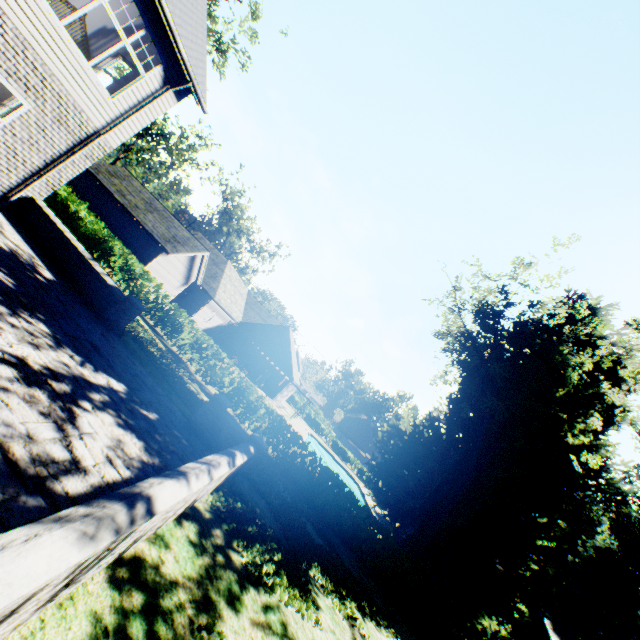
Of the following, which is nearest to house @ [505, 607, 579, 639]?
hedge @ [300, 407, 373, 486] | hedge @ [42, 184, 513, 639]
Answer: hedge @ [300, 407, 373, 486]

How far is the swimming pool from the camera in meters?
38.8 m

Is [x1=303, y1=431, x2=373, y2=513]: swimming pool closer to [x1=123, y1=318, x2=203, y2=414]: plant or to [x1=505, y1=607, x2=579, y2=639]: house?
[x1=123, y1=318, x2=203, y2=414]: plant

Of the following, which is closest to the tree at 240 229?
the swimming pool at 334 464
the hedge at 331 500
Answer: the swimming pool at 334 464

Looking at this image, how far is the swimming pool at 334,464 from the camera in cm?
3885

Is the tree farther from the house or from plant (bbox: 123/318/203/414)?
the house

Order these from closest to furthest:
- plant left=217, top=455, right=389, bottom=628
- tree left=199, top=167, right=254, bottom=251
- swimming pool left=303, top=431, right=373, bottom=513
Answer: plant left=217, top=455, right=389, bottom=628 < swimming pool left=303, top=431, right=373, bottom=513 < tree left=199, top=167, right=254, bottom=251

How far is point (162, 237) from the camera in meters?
23.0
